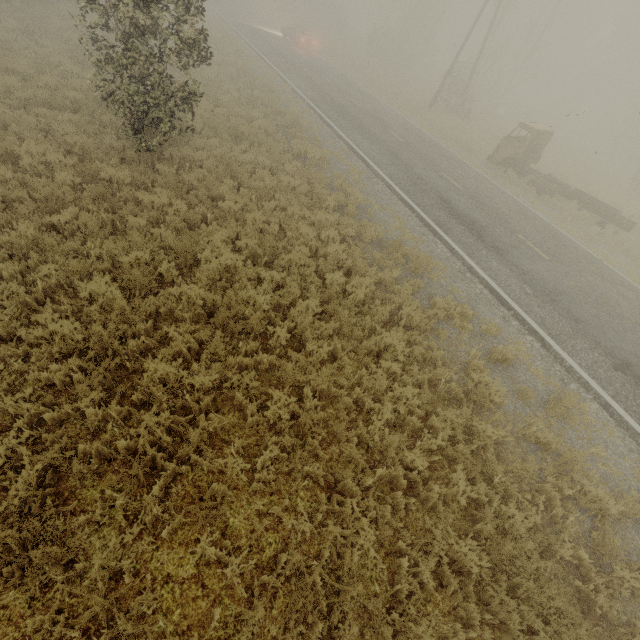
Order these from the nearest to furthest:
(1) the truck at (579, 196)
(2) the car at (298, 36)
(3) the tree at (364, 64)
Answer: (1) the truck at (579, 196) < (2) the car at (298, 36) < (3) the tree at (364, 64)

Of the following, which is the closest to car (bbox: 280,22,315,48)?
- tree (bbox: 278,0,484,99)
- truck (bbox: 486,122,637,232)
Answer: tree (bbox: 278,0,484,99)

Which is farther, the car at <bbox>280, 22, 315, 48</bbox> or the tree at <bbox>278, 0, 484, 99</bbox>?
the tree at <bbox>278, 0, 484, 99</bbox>

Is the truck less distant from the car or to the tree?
the car

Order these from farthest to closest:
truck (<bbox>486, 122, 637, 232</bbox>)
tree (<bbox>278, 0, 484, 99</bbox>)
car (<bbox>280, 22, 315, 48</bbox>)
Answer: tree (<bbox>278, 0, 484, 99</bbox>), car (<bbox>280, 22, 315, 48</bbox>), truck (<bbox>486, 122, 637, 232</bbox>)

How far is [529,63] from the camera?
45.0m

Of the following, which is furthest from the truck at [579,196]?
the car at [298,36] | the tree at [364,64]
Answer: the tree at [364,64]

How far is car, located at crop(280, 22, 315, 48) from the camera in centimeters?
2917cm
